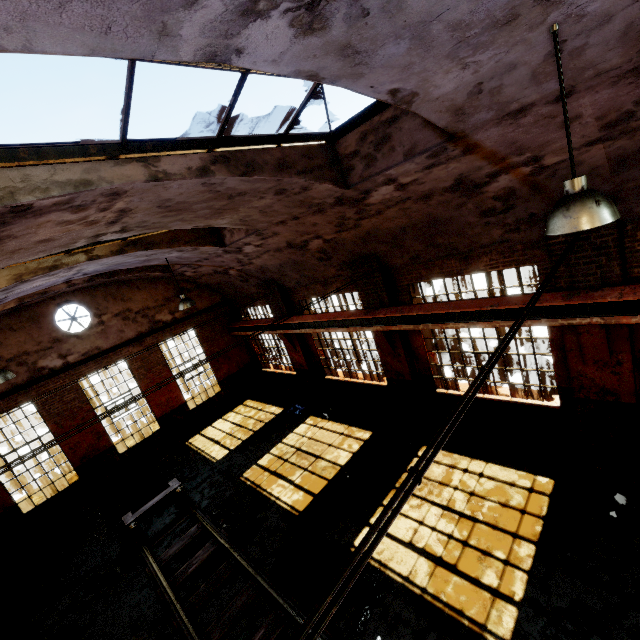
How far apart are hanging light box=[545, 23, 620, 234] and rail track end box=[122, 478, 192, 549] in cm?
1091

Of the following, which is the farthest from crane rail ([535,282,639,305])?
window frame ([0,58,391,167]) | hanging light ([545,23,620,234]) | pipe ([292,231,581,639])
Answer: window frame ([0,58,391,167])

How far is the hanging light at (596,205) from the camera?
2.75m

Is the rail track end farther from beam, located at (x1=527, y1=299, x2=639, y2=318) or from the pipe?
the pipe

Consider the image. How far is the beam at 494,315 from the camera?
7.14m

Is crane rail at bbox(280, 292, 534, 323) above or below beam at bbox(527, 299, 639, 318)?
above

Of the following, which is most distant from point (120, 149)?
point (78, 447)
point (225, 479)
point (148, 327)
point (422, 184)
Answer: point (78, 447)

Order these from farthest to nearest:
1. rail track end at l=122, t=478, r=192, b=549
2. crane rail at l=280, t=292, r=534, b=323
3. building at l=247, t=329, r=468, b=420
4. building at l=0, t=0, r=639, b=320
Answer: building at l=247, t=329, r=468, b=420 < rail track end at l=122, t=478, r=192, b=549 < crane rail at l=280, t=292, r=534, b=323 < building at l=0, t=0, r=639, b=320
